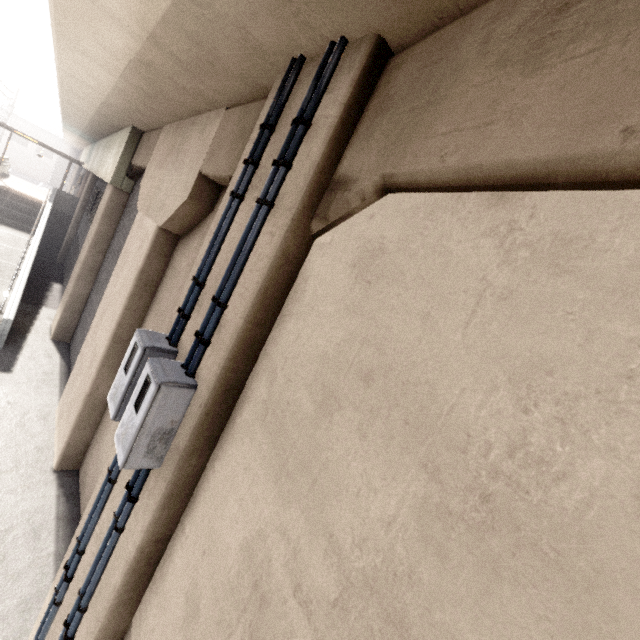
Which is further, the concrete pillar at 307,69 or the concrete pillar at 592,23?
the concrete pillar at 307,69

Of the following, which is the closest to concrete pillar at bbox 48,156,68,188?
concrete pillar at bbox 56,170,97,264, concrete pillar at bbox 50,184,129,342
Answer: concrete pillar at bbox 56,170,97,264

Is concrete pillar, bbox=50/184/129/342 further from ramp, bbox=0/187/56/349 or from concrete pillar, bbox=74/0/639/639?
ramp, bbox=0/187/56/349

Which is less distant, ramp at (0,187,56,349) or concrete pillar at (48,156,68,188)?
ramp at (0,187,56,349)

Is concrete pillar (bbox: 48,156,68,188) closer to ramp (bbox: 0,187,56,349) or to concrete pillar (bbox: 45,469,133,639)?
ramp (bbox: 0,187,56,349)

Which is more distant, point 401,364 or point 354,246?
point 354,246

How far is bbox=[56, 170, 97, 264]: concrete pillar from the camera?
17.0m

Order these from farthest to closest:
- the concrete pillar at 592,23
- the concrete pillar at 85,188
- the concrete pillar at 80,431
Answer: the concrete pillar at 85,188 → the concrete pillar at 80,431 → the concrete pillar at 592,23
